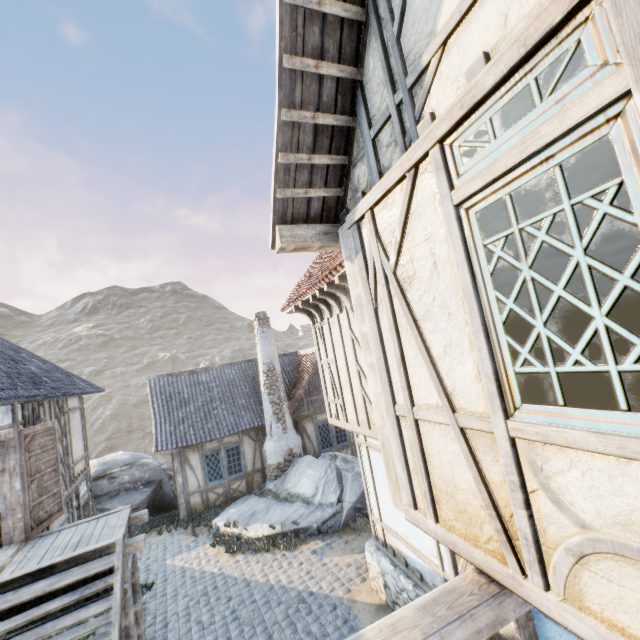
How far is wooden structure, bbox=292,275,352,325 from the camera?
5.82m

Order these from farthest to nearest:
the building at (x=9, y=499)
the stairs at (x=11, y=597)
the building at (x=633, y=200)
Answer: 1. the building at (x=9, y=499)
2. the stairs at (x=11, y=597)
3. the building at (x=633, y=200)

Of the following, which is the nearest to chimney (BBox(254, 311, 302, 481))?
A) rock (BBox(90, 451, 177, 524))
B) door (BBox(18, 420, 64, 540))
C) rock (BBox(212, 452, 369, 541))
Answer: rock (BBox(212, 452, 369, 541))

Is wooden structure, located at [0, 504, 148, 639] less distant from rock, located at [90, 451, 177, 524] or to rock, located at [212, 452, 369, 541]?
rock, located at [212, 452, 369, 541]

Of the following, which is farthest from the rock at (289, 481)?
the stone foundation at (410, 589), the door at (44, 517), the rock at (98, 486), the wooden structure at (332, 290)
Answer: the wooden structure at (332, 290)

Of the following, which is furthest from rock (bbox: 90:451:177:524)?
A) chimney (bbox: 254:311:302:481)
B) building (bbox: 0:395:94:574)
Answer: chimney (bbox: 254:311:302:481)

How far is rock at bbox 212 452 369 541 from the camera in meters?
10.5

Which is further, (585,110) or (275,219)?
(275,219)
